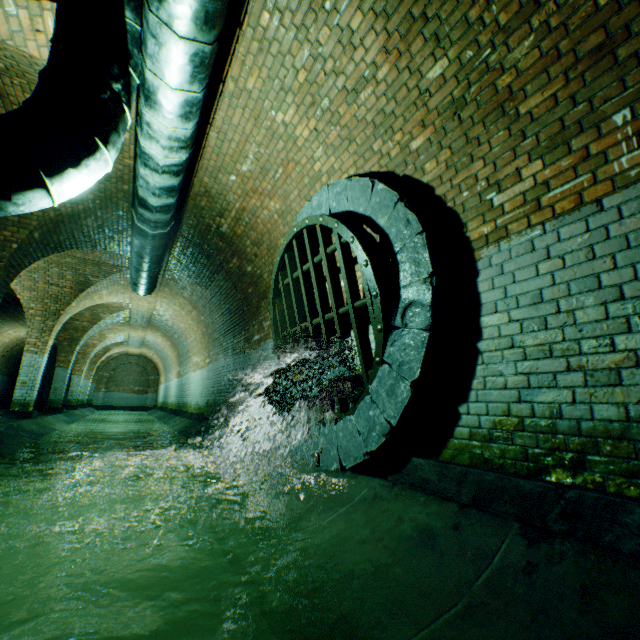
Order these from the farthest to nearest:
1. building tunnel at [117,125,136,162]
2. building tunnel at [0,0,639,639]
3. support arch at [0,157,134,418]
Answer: support arch at [0,157,134,418] < building tunnel at [117,125,136,162] < building tunnel at [0,0,639,639]

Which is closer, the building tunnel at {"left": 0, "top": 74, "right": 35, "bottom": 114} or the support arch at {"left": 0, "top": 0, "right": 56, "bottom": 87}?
the support arch at {"left": 0, "top": 0, "right": 56, "bottom": 87}

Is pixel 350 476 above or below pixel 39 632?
above

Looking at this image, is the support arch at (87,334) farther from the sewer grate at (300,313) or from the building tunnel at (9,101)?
the sewer grate at (300,313)

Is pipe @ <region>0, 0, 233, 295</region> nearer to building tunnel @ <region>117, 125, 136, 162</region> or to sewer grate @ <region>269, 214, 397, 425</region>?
building tunnel @ <region>117, 125, 136, 162</region>

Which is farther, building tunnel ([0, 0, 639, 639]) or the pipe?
the pipe

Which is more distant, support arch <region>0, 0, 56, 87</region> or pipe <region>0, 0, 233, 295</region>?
support arch <region>0, 0, 56, 87</region>

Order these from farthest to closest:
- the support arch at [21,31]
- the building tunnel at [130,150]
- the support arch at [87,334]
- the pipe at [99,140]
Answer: the support arch at [87,334] < the building tunnel at [130,150] < the support arch at [21,31] < the pipe at [99,140]
